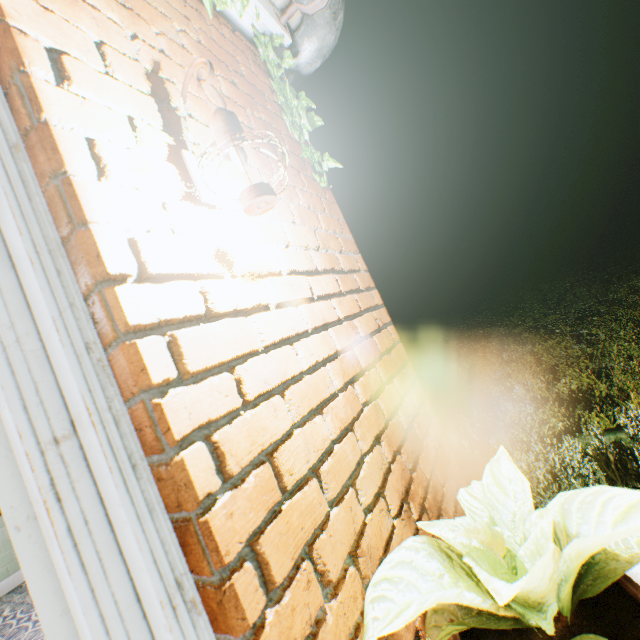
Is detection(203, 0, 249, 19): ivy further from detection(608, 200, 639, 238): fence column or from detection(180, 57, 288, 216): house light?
detection(608, 200, 639, 238): fence column

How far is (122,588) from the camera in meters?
0.6

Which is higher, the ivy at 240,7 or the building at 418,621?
the ivy at 240,7

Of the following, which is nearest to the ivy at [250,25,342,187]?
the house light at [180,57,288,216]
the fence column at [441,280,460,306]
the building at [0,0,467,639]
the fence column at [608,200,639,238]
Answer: the building at [0,0,467,639]

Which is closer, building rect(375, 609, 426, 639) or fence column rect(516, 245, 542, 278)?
building rect(375, 609, 426, 639)

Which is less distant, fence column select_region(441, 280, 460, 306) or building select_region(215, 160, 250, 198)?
building select_region(215, 160, 250, 198)

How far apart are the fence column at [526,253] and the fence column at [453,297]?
4.8m
